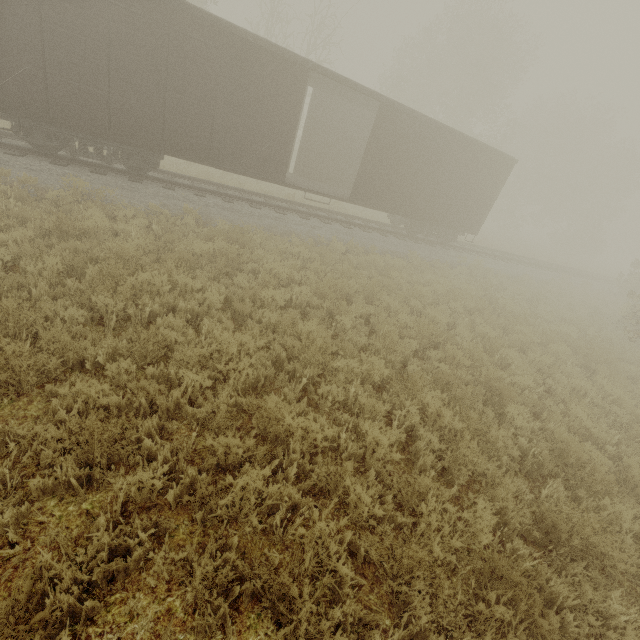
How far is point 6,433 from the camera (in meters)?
3.10
